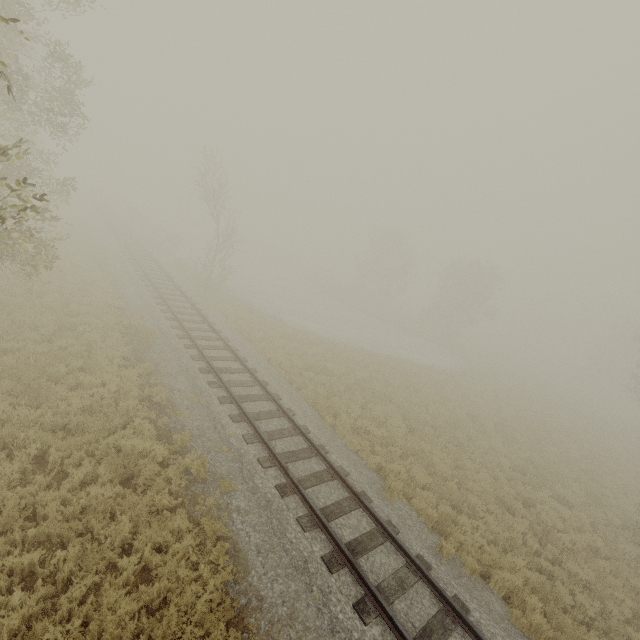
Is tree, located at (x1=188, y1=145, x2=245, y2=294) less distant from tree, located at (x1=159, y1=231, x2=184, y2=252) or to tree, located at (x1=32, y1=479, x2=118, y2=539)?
tree, located at (x1=159, y1=231, x2=184, y2=252)

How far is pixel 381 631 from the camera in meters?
5.9 m

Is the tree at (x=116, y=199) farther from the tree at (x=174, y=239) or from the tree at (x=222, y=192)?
the tree at (x=222, y=192)

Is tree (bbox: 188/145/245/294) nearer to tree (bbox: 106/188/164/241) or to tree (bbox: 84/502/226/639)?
tree (bbox: 84/502/226/639)

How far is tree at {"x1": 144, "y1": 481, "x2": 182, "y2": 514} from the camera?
6.78m

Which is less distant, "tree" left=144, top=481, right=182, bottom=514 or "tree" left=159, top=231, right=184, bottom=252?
"tree" left=144, top=481, right=182, bottom=514

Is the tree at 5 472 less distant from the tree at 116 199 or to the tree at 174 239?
the tree at 174 239
